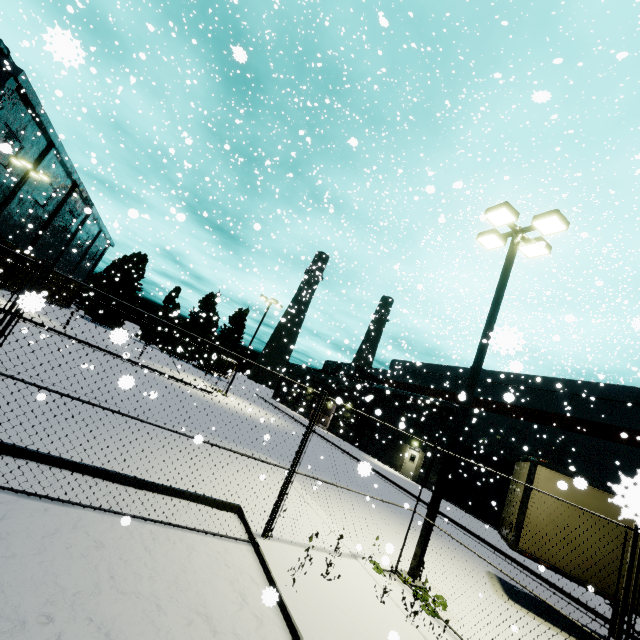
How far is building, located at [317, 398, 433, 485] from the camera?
28.6 meters

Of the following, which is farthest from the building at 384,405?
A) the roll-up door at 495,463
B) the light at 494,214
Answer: the light at 494,214

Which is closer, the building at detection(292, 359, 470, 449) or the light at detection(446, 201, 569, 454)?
the light at detection(446, 201, 569, 454)

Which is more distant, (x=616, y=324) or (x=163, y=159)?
(x=616, y=324)

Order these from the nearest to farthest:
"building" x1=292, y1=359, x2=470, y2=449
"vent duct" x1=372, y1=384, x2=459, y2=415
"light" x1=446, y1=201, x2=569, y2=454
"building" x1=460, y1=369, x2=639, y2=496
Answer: "light" x1=446, y1=201, x2=569, y2=454, "building" x1=460, y1=369, x2=639, y2=496, "vent duct" x1=372, y1=384, x2=459, y2=415, "building" x1=292, y1=359, x2=470, y2=449

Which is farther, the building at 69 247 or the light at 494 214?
the building at 69 247

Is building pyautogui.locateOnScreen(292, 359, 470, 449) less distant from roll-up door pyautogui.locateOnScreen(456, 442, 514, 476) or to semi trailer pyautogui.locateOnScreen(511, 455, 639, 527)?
roll-up door pyautogui.locateOnScreen(456, 442, 514, 476)

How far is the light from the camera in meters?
8.3 m
